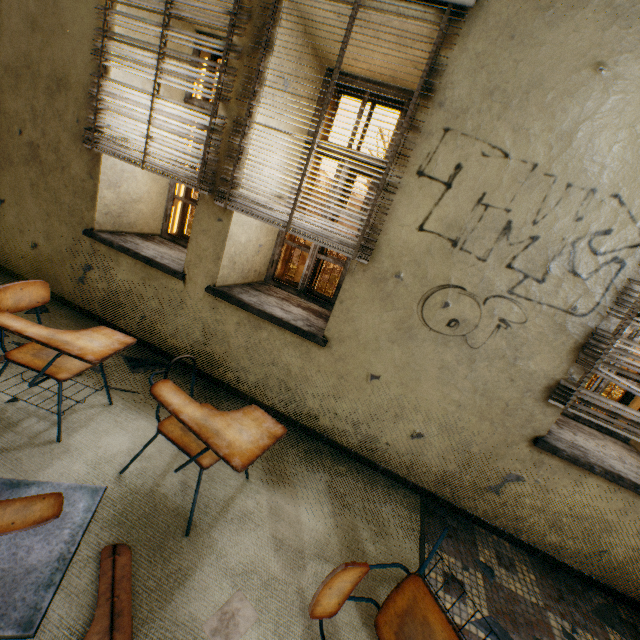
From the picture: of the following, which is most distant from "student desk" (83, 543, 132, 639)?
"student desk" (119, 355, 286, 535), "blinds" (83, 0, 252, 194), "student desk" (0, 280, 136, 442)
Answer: "blinds" (83, 0, 252, 194)

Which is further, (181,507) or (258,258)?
(258,258)

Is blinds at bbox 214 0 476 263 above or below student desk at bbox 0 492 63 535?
above

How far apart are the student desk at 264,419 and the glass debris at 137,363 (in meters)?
1.02

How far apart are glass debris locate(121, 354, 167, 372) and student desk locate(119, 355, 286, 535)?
1.0 meters

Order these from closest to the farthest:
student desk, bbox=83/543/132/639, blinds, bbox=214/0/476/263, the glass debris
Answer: student desk, bbox=83/543/132/639, blinds, bbox=214/0/476/263, the glass debris

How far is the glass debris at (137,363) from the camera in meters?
2.7 m

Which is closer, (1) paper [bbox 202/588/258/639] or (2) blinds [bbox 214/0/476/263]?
(1) paper [bbox 202/588/258/639]
